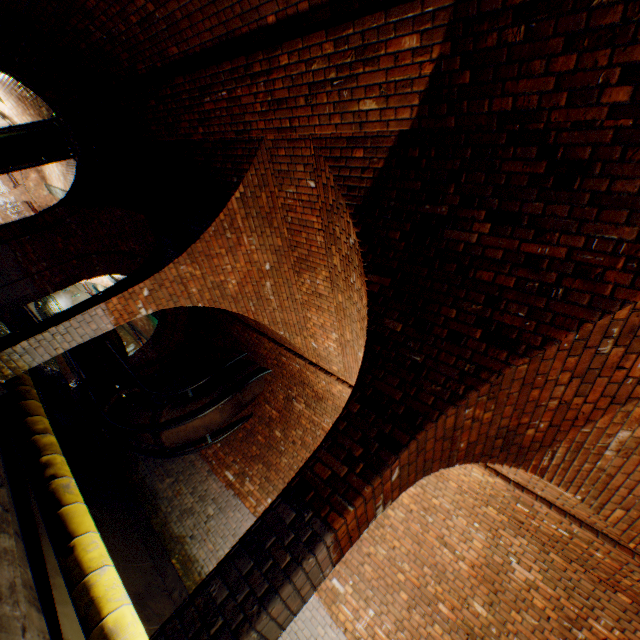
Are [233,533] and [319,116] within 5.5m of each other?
no

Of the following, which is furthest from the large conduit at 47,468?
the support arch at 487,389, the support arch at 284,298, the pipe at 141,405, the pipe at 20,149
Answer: the pipe at 20,149

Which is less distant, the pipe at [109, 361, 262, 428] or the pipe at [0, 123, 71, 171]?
the pipe at [109, 361, 262, 428]

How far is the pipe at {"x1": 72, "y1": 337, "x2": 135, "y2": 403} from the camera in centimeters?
911cm

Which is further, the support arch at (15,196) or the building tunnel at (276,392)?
the support arch at (15,196)

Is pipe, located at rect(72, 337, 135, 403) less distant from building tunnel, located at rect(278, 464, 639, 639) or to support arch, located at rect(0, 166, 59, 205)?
building tunnel, located at rect(278, 464, 639, 639)

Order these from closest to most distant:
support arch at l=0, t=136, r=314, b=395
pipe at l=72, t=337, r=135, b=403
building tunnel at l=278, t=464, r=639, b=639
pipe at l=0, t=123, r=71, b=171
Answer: building tunnel at l=278, t=464, r=639, b=639 → support arch at l=0, t=136, r=314, b=395 → pipe at l=72, t=337, r=135, b=403 → pipe at l=0, t=123, r=71, b=171

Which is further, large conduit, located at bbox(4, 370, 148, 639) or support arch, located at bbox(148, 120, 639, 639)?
large conduit, located at bbox(4, 370, 148, 639)
